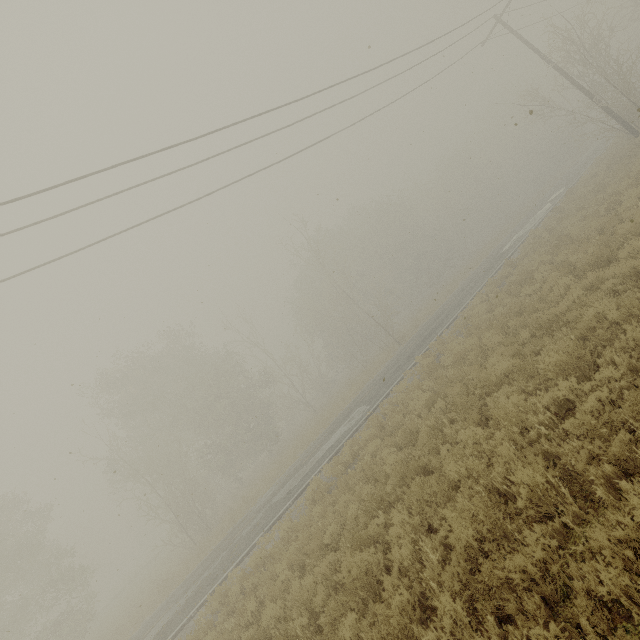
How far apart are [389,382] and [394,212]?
33.9 meters

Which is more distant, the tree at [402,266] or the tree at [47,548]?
the tree at [47,548]

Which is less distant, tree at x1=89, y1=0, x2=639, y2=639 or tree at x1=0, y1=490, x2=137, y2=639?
tree at x1=89, y1=0, x2=639, y2=639
